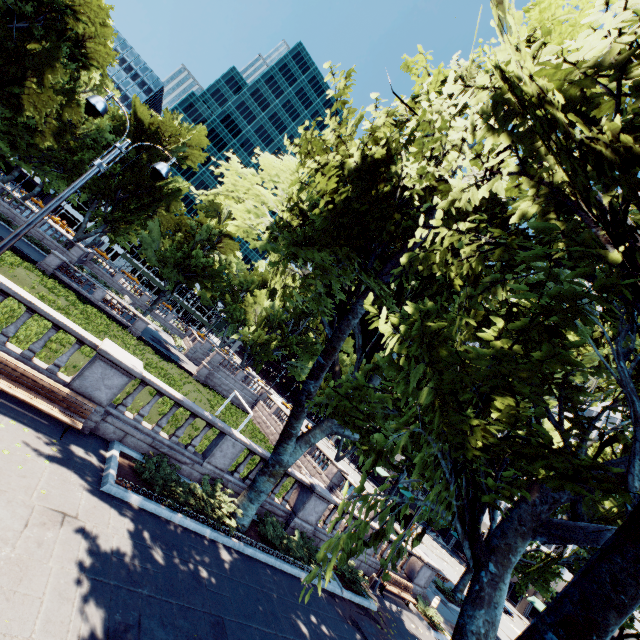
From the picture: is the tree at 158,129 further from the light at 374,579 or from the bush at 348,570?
the bush at 348,570

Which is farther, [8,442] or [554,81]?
[8,442]

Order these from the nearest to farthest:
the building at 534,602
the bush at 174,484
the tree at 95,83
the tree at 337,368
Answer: the tree at 337,368
the bush at 174,484
the tree at 95,83
the building at 534,602

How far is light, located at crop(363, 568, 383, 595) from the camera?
14.8 meters

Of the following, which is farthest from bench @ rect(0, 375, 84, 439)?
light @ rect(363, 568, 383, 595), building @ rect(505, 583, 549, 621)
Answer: building @ rect(505, 583, 549, 621)

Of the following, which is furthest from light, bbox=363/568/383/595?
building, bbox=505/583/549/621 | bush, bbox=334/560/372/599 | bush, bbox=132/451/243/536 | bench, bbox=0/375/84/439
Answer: building, bbox=505/583/549/621

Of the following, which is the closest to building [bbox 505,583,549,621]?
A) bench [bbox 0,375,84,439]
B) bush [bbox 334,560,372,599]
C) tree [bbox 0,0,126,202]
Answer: tree [bbox 0,0,126,202]

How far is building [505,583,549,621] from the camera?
55.34m
